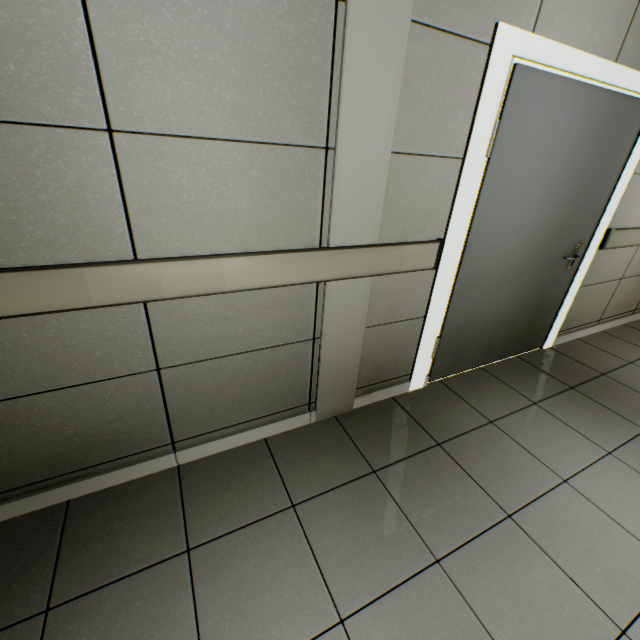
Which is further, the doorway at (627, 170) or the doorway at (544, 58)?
the doorway at (627, 170)

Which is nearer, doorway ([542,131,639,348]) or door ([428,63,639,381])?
door ([428,63,639,381])

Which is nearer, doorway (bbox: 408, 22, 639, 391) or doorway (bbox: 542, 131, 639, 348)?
doorway (bbox: 408, 22, 639, 391)

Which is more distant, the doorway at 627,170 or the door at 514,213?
the doorway at 627,170

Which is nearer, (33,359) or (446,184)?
(33,359)
